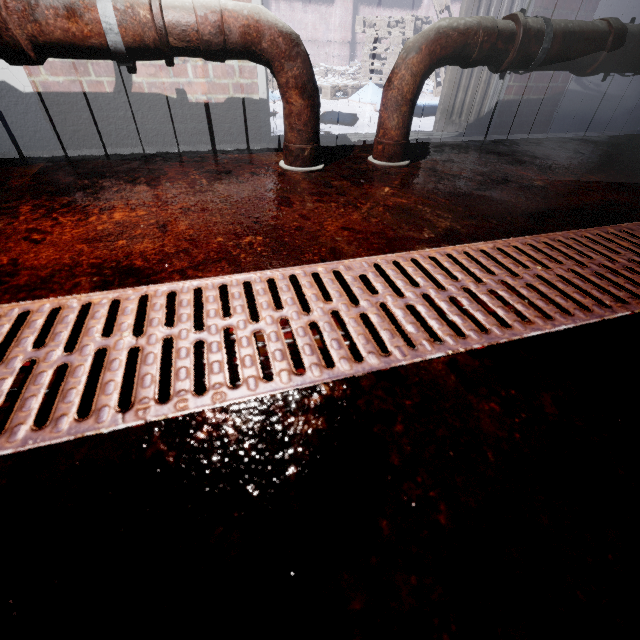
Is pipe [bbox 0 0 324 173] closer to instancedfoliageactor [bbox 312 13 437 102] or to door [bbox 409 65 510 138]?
door [bbox 409 65 510 138]

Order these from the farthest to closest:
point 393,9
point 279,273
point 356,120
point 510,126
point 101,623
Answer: point 393,9 < point 356,120 < point 510,126 < point 279,273 < point 101,623

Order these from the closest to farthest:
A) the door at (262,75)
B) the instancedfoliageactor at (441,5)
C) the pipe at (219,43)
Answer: the pipe at (219,43), the door at (262,75), the instancedfoliageactor at (441,5)

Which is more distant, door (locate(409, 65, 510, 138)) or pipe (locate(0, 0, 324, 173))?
door (locate(409, 65, 510, 138))

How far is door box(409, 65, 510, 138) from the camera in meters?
2.1 m

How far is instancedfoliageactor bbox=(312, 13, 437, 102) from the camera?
4.87m

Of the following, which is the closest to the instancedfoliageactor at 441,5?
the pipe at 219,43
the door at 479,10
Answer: the door at 479,10

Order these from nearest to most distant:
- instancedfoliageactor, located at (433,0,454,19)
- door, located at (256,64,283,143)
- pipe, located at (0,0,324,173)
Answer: pipe, located at (0,0,324,173) < door, located at (256,64,283,143) < instancedfoliageactor, located at (433,0,454,19)
